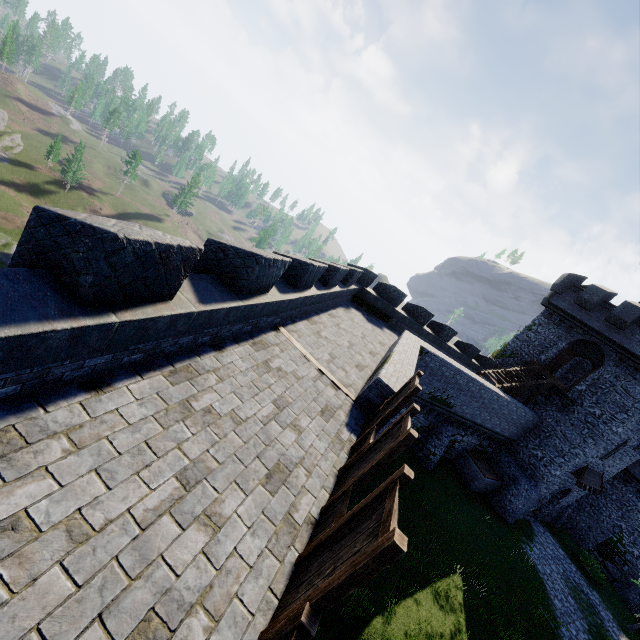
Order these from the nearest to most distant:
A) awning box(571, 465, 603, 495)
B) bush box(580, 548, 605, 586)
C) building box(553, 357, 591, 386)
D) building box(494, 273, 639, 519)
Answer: building box(494, 273, 639, 519), awning box(571, 465, 603, 495), bush box(580, 548, 605, 586), building box(553, 357, 591, 386)

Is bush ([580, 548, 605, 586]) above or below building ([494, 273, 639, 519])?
below

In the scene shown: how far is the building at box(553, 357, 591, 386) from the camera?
30.5 meters

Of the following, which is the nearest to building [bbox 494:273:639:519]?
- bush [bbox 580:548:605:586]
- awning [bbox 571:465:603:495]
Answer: awning [bbox 571:465:603:495]

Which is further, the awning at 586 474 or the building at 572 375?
the building at 572 375

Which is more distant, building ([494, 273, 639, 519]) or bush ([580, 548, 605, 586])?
bush ([580, 548, 605, 586])

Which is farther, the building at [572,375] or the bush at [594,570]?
the building at [572,375]

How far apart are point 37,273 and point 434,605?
17.4m
